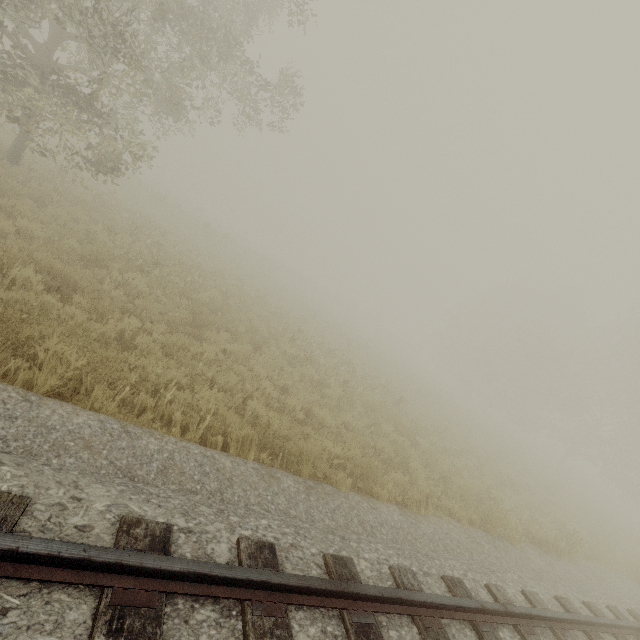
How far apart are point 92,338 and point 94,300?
2.0 meters

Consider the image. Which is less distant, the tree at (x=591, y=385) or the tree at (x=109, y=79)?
the tree at (x=109, y=79)

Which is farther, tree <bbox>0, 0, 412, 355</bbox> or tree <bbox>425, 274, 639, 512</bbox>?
tree <bbox>425, 274, 639, 512</bbox>
